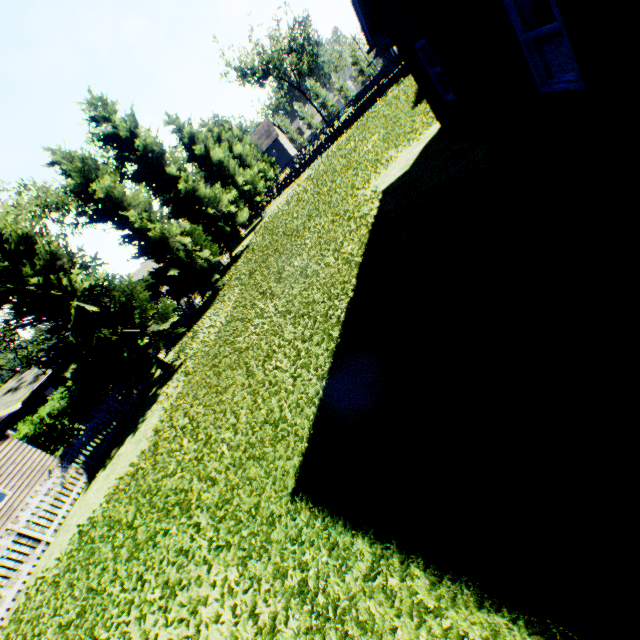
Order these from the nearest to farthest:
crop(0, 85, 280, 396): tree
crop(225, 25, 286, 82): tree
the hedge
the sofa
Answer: the sofa, crop(0, 85, 280, 396): tree, the hedge, crop(225, 25, 286, 82): tree

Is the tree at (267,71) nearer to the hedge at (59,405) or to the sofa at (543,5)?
the hedge at (59,405)

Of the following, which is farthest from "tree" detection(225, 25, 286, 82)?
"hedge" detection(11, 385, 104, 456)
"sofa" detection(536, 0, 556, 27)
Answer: "sofa" detection(536, 0, 556, 27)

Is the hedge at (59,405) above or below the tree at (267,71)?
below

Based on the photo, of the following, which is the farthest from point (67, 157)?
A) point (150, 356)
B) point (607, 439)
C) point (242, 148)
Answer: point (242, 148)
